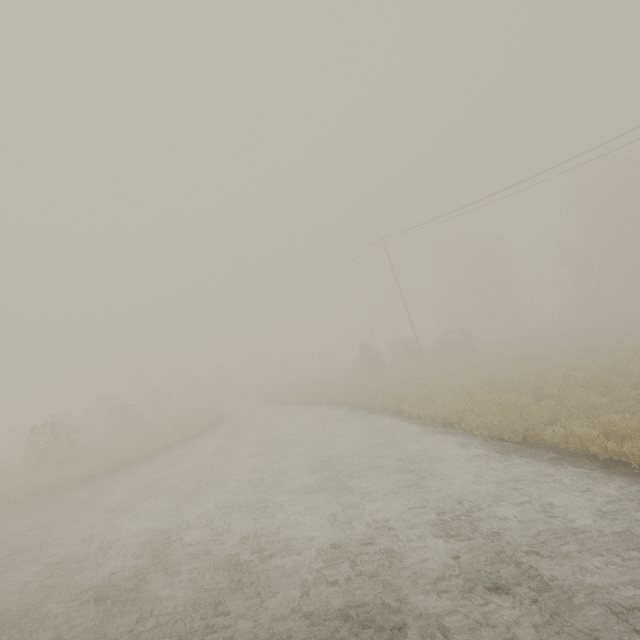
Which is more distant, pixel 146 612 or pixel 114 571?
pixel 114 571
